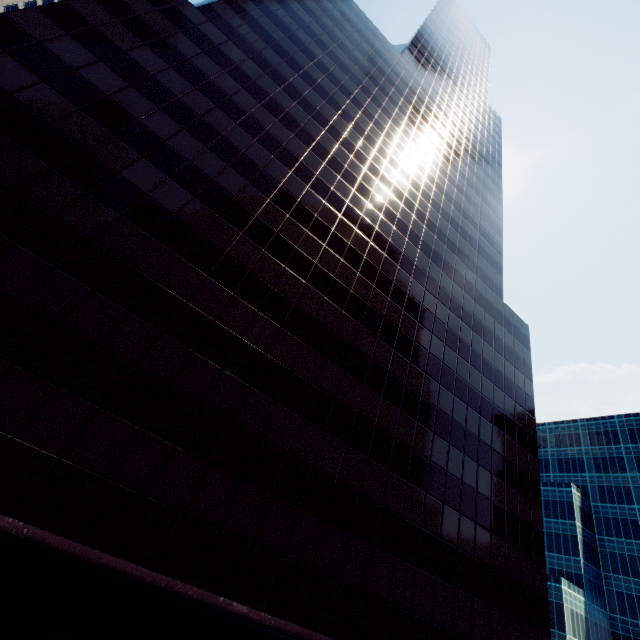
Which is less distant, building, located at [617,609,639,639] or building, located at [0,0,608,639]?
building, located at [0,0,608,639]

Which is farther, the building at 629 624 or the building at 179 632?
the building at 629 624

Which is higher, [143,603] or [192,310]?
[192,310]
